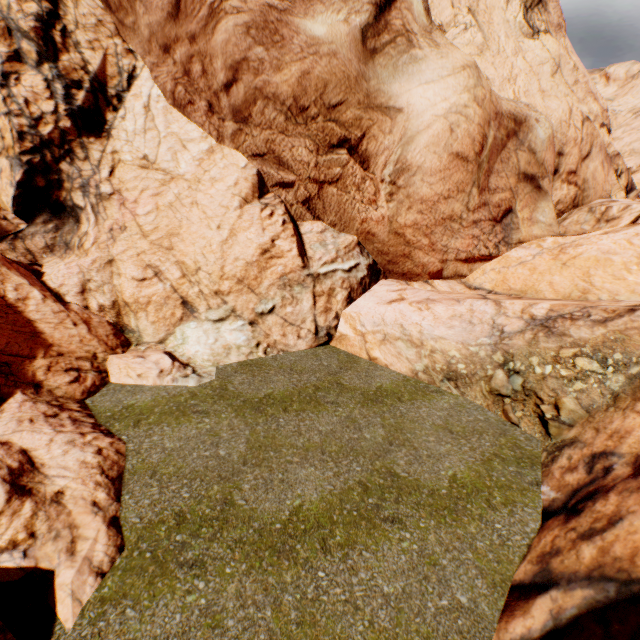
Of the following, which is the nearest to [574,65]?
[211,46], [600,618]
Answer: [211,46]

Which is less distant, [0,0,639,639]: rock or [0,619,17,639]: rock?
[0,619,17,639]: rock

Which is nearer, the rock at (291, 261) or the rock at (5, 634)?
the rock at (5, 634)
